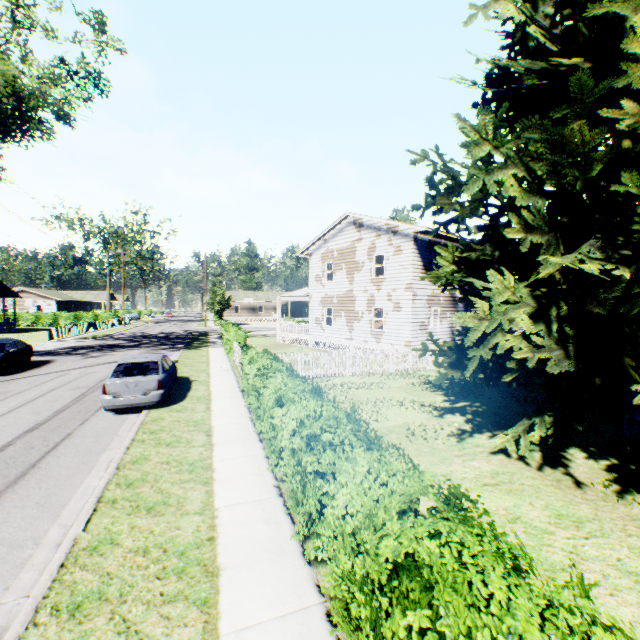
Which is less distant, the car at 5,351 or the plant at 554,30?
the plant at 554,30

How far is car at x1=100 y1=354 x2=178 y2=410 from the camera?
10.0m

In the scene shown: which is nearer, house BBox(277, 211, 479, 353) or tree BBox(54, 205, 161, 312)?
house BBox(277, 211, 479, 353)

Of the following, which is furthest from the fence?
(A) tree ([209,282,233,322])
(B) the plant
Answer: (B) the plant

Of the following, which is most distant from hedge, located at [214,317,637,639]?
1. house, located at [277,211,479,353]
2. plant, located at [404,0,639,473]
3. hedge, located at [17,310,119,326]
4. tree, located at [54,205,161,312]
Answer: tree, located at [54,205,161,312]

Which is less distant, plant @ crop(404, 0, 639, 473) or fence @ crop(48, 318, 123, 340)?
plant @ crop(404, 0, 639, 473)

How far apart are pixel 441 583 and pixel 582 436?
9.5m

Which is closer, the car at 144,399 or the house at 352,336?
the car at 144,399
